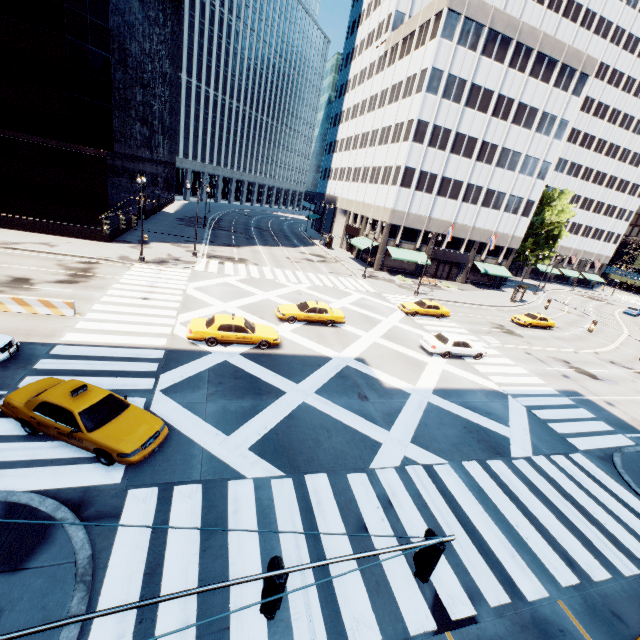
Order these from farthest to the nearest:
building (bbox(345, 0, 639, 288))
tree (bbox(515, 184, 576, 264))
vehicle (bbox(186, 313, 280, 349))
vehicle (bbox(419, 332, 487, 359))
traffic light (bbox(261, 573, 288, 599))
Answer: tree (bbox(515, 184, 576, 264)) → building (bbox(345, 0, 639, 288)) → vehicle (bbox(419, 332, 487, 359)) → vehicle (bbox(186, 313, 280, 349)) → traffic light (bbox(261, 573, 288, 599))

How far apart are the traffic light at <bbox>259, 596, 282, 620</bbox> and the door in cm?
5150

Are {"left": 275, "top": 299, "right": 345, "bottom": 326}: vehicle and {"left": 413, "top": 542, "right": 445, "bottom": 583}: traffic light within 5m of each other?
no

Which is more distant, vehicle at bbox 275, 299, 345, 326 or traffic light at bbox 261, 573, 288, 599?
vehicle at bbox 275, 299, 345, 326

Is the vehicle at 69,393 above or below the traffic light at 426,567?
below

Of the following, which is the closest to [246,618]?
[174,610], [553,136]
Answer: [174,610]

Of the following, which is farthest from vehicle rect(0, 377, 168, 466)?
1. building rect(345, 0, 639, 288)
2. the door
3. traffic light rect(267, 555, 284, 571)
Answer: the door

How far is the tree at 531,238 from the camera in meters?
54.7 m
